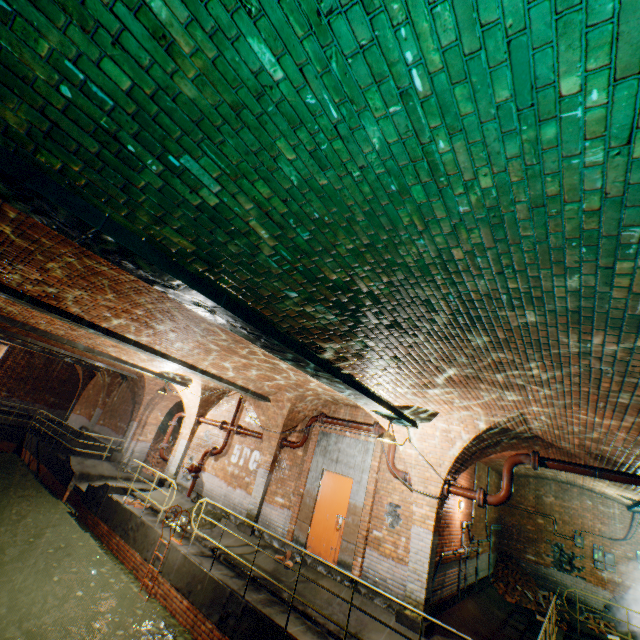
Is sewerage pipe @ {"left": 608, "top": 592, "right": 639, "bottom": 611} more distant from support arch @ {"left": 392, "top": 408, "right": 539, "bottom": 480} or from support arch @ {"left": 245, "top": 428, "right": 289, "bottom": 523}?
support arch @ {"left": 245, "top": 428, "right": 289, "bottom": 523}

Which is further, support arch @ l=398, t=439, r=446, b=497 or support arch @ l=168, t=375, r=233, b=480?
support arch @ l=168, t=375, r=233, b=480

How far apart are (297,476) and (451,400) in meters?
6.2 m

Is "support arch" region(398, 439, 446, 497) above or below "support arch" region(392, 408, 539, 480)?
below

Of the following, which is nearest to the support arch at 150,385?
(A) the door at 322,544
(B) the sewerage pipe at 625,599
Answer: (A) the door at 322,544

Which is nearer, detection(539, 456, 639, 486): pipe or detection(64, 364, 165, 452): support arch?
detection(539, 456, 639, 486): pipe

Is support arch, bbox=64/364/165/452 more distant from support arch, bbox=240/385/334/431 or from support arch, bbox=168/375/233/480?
support arch, bbox=240/385/334/431

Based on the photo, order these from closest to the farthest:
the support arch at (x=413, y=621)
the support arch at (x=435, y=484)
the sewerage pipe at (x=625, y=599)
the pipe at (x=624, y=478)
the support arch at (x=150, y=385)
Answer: the pipe at (x=624, y=478)
the support arch at (x=413, y=621)
the support arch at (x=435, y=484)
the sewerage pipe at (x=625, y=599)
the support arch at (x=150, y=385)
